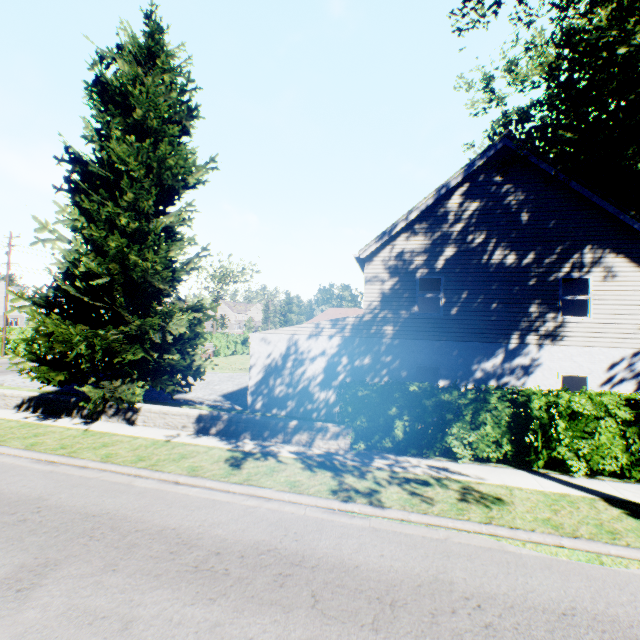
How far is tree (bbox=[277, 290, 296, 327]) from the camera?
58.3m

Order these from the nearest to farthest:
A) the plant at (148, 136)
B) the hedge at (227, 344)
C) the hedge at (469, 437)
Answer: the hedge at (469, 437) → the plant at (148, 136) → the hedge at (227, 344)

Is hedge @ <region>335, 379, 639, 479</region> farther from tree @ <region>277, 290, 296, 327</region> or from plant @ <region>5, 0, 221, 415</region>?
plant @ <region>5, 0, 221, 415</region>

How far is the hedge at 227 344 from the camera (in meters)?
37.69

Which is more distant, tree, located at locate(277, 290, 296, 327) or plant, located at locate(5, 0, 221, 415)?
tree, located at locate(277, 290, 296, 327)

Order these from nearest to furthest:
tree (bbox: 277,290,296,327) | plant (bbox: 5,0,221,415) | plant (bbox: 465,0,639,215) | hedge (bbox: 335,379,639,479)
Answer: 1. plant (bbox: 465,0,639,215)
2. hedge (bbox: 335,379,639,479)
3. plant (bbox: 5,0,221,415)
4. tree (bbox: 277,290,296,327)

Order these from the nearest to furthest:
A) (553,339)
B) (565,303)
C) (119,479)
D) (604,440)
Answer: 1. (119,479)
2. (604,440)
3. (553,339)
4. (565,303)

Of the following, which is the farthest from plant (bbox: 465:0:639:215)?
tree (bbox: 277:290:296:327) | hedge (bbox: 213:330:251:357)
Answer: hedge (bbox: 213:330:251:357)
